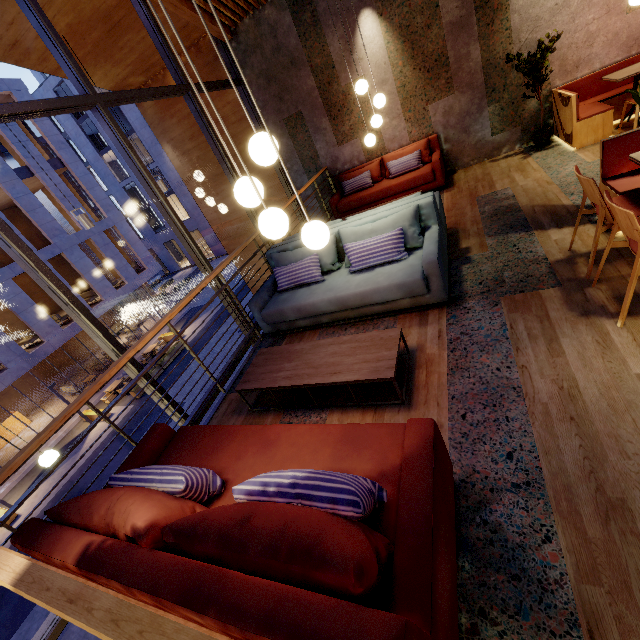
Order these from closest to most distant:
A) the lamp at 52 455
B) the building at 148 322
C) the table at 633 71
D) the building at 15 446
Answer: the lamp at 52 455 < the table at 633 71 < the building at 15 446 < the building at 148 322

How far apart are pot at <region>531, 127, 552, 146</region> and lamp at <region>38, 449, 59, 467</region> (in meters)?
8.95

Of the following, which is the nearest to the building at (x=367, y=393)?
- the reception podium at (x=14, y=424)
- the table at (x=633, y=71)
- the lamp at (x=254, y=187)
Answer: the table at (x=633, y=71)

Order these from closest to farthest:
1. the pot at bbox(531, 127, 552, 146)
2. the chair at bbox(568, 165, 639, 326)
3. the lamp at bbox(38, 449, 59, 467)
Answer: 1. the chair at bbox(568, 165, 639, 326)
2. the lamp at bbox(38, 449, 59, 467)
3. the pot at bbox(531, 127, 552, 146)

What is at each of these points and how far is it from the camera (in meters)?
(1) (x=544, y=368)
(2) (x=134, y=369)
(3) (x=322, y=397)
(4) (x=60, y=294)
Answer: (1) building, 2.32
(2) window frame, 3.93
(3) building, 3.03
(4) window frame, 3.38

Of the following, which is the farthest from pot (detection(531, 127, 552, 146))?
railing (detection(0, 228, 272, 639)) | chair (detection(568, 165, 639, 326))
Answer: chair (detection(568, 165, 639, 326))

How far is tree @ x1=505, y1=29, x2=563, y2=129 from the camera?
5.1 meters

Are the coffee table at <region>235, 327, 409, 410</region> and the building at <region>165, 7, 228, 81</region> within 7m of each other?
yes
